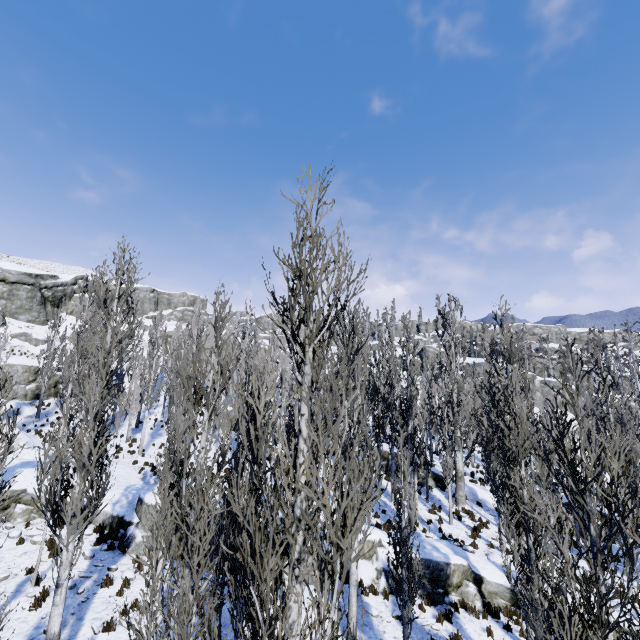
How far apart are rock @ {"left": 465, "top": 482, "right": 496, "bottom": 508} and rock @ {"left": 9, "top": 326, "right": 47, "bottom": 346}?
49.4m

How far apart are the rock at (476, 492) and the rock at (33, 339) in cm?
4941

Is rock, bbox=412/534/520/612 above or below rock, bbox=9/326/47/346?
below

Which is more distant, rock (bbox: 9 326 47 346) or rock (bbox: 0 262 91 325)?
rock (bbox: 0 262 91 325)

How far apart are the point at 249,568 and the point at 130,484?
17.5m

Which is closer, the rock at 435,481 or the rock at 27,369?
the rock at 435,481

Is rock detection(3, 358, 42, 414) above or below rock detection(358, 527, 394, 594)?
above

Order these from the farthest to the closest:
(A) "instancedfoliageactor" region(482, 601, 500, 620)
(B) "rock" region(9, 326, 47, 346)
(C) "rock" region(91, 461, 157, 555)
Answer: (B) "rock" region(9, 326, 47, 346) → (C) "rock" region(91, 461, 157, 555) → (A) "instancedfoliageactor" region(482, 601, 500, 620)
